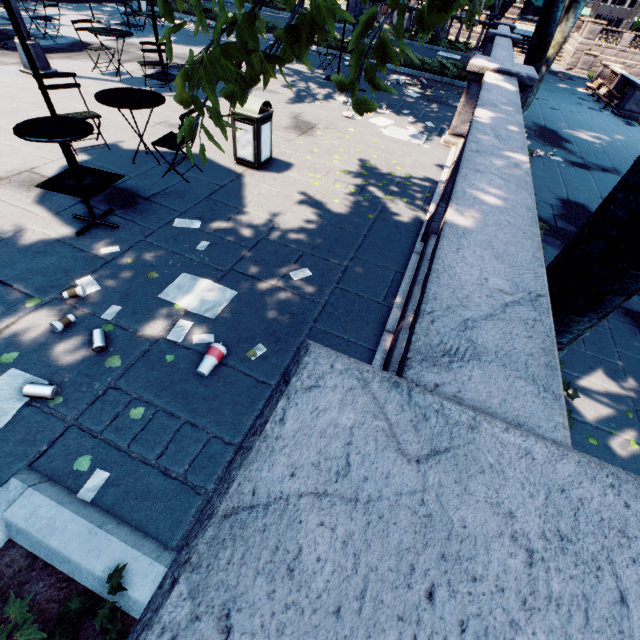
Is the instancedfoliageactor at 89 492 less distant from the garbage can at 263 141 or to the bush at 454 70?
the garbage can at 263 141

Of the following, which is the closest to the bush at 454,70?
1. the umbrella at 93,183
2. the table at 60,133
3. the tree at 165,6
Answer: the tree at 165,6

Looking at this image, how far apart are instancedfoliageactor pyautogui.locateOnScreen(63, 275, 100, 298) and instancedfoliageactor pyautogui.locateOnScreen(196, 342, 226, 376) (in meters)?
1.48

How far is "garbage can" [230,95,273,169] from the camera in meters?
5.2

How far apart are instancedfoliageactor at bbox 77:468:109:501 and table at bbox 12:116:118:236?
3.1 meters

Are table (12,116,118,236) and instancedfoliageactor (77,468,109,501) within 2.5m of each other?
no

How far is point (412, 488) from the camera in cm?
90

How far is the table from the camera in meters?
3.2 m
